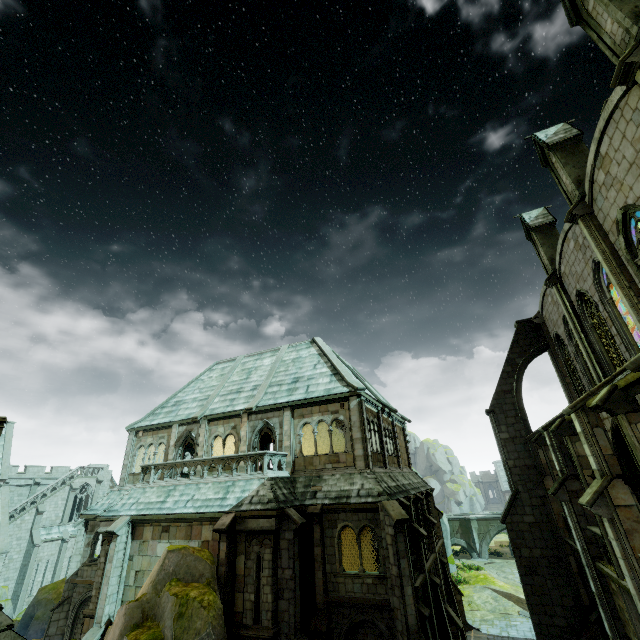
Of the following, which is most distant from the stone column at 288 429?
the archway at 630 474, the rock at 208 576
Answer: the archway at 630 474

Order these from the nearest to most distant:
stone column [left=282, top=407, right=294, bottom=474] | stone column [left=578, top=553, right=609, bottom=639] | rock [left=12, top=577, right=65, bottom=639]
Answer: stone column [left=578, top=553, right=609, bottom=639]
stone column [left=282, top=407, right=294, bottom=474]
rock [left=12, top=577, right=65, bottom=639]

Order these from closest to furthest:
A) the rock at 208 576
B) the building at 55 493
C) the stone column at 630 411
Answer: the stone column at 630 411 < the rock at 208 576 < the building at 55 493

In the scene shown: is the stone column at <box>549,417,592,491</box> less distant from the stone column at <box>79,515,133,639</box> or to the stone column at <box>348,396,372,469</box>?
the stone column at <box>348,396,372,469</box>

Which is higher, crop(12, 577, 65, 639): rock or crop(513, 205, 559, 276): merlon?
crop(513, 205, 559, 276): merlon

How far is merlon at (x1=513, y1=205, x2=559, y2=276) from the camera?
18.6m

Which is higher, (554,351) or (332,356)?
(332,356)

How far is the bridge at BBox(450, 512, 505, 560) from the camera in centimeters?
4222cm
